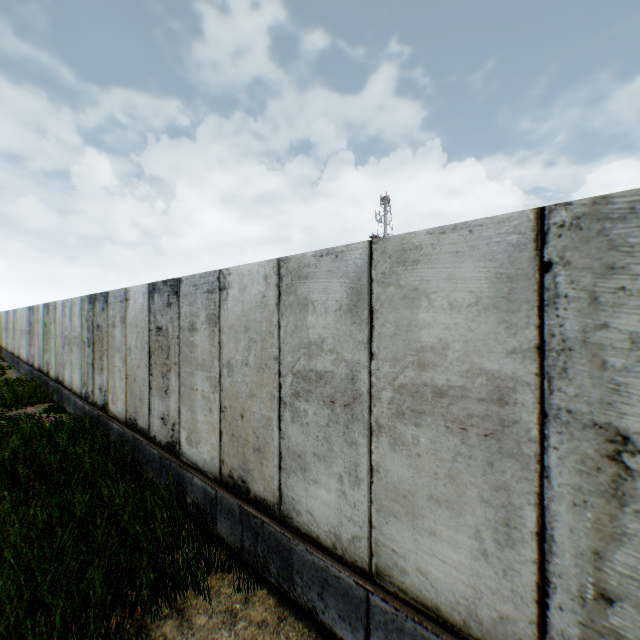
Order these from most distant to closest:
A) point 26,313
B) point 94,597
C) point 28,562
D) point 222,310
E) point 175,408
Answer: point 26,313 < point 175,408 < point 222,310 < point 28,562 < point 94,597
